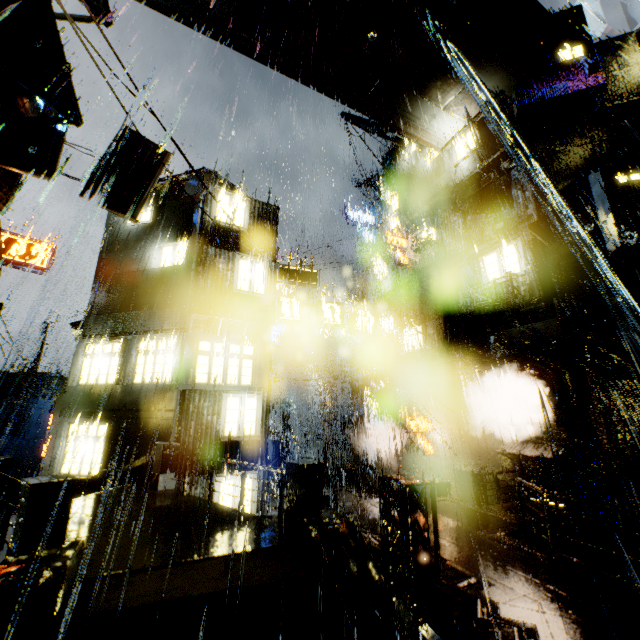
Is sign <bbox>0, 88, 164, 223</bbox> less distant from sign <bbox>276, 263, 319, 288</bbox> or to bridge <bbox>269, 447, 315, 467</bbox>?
sign <bbox>276, 263, 319, 288</bbox>

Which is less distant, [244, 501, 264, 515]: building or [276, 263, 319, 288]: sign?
[244, 501, 264, 515]: building

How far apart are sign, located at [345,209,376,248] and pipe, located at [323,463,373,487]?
20.48m

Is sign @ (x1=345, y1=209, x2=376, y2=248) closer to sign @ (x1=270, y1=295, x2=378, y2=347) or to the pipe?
sign @ (x1=270, y1=295, x2=378, y2=347)

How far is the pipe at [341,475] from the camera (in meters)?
23.97

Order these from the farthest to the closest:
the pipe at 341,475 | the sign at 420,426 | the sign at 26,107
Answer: the pipe at 341,475 < the sign at 420,426 < the sign at 26,107

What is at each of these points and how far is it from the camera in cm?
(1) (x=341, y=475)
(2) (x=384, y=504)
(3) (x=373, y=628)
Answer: (1) pipe, 2509
(2) support beam, 899
(3) structural stair, 479

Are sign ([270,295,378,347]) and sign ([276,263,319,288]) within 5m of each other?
yes
